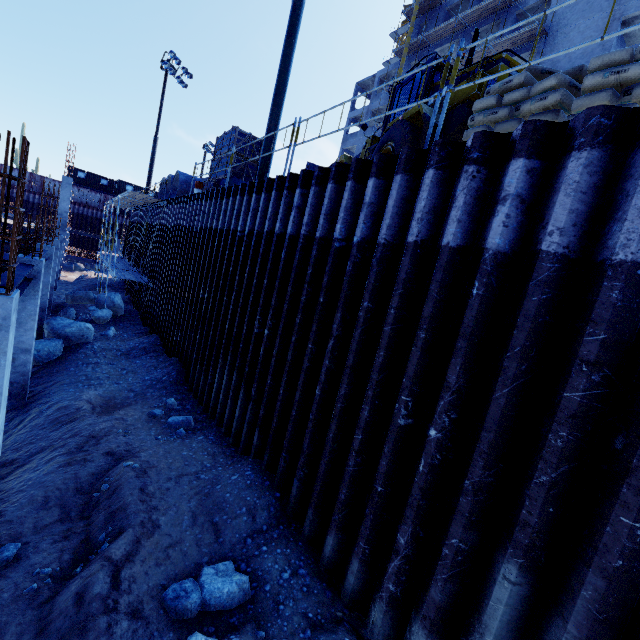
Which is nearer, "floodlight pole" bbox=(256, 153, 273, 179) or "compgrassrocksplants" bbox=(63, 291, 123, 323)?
"floodlight pole" bbox=(256, 153, 273, 179)

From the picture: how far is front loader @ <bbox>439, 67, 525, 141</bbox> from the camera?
5.97m

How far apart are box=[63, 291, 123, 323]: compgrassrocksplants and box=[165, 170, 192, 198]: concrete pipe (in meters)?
5.70

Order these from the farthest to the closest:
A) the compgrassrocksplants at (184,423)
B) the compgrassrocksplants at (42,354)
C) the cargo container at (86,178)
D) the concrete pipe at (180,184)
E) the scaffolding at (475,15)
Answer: the cargo container at (86,178) < the scaffolding at (475,15) < the concrete pipe at (180,184) < the compgrassrocksplants at (42,354) < the compgrassrocksplants at (184,423)

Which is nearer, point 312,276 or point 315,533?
point 315,533

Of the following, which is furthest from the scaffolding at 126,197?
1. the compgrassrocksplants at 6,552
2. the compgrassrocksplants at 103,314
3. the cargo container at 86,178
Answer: the cargo container at 86,178

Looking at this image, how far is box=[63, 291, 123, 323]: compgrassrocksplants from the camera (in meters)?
15.84

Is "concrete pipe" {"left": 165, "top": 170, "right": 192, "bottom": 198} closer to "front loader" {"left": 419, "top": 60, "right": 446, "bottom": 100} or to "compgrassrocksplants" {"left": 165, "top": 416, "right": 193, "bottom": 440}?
"front loader" {"left": 419, "top": 60, "right": 446, "bottom": 100}
